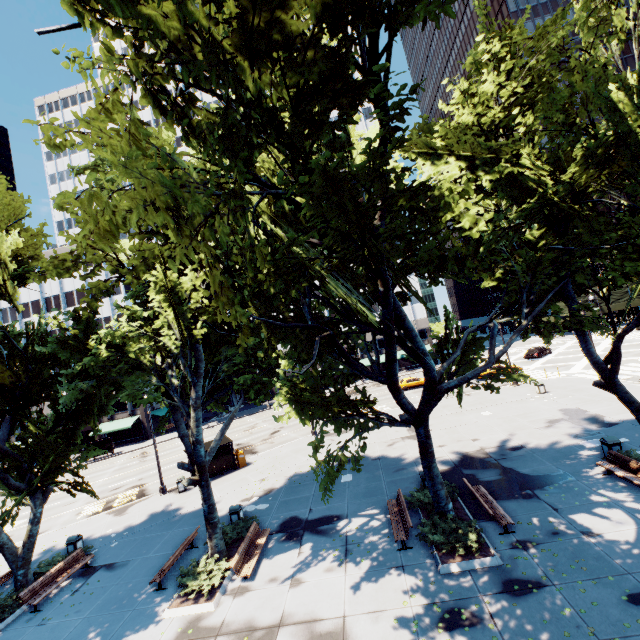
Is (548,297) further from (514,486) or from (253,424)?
(253,424)

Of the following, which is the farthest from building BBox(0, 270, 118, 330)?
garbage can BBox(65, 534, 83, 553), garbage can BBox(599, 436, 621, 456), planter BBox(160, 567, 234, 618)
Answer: garbage can BBox(599, 436, 621, 456)

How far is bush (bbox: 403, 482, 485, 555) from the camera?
10.9m

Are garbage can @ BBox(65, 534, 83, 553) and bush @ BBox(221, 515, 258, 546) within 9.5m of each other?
yes

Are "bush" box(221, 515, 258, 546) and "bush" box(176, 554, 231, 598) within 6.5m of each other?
yes

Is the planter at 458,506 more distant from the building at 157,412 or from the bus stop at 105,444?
the building at 157,412

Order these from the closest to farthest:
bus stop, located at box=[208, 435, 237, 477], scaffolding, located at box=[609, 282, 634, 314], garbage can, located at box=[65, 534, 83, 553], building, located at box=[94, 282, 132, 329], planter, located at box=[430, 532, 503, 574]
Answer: planter, located at box=[430, 532, 503, 574] → garbage can, located at box=[65, 534, 83, 553] → bus stop, located at box=[208, 435, 237, 477] → building, located at box=[94, 282, 132, 329] → scaffolding, located at box=[609, 282, 634, 314]

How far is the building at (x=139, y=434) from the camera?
47.88m
